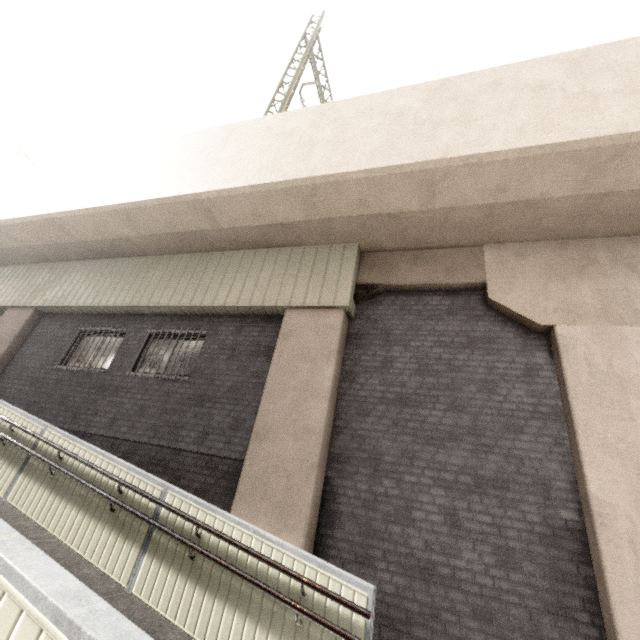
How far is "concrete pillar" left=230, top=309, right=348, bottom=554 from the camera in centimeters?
512cm

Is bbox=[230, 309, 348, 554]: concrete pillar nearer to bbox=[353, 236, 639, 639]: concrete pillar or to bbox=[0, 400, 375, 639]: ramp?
bbox=[353, 236, 639, 639]: concrete pillar

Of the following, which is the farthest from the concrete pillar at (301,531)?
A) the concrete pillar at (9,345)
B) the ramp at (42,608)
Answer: the concrete pillar at (9,345)

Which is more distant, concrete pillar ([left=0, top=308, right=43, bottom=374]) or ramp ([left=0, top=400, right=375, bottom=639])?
concrete pillar ([left=0, top=308, right=43, bottom=374])

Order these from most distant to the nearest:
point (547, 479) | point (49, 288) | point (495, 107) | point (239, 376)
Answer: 1. point (49, 288)
2. point (239, 376)
3. point (495, 107)
4. point (547, 479)

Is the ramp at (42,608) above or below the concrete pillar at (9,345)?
below

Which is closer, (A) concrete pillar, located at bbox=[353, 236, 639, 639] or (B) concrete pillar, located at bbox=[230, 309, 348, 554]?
(A) concrete pillar, located at bbox=[353, 236, 639, 639]

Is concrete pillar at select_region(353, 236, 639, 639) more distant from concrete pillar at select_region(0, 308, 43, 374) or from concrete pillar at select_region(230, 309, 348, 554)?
concrete pillar at select_region(0, 308, 43, 374)
